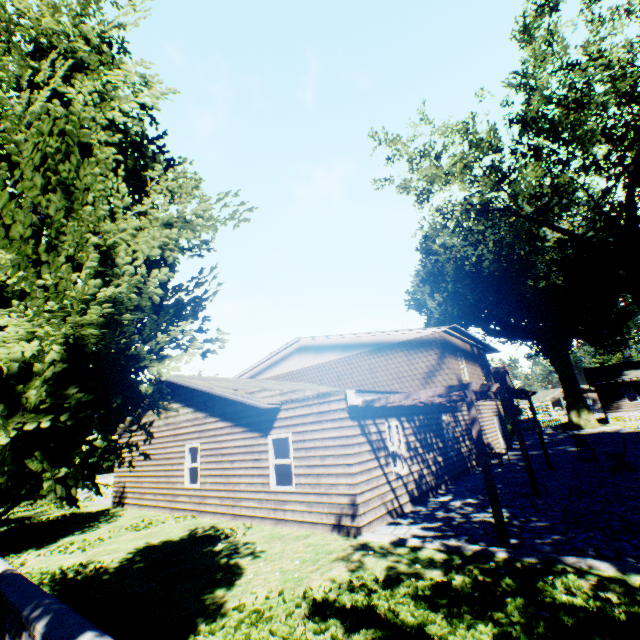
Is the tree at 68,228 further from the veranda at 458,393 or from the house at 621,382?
the house at 621,382

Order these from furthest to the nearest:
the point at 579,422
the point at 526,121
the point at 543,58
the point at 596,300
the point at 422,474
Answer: the point at 579,422, the point at 596,300, the point at 526,121, the point at 543,58, the point at 422,474

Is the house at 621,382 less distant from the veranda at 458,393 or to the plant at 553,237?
the plant at 553,237

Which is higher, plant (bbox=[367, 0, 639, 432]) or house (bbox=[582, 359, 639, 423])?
plant (bbox=[367, 0, 639, 432])

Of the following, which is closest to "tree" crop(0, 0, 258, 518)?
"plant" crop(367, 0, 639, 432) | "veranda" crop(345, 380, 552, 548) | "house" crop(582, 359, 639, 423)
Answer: "plant" crop(367, 0, 639, 432)

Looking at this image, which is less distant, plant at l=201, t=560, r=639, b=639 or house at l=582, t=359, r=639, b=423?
plant at l=201, t=560, r=639, b=639

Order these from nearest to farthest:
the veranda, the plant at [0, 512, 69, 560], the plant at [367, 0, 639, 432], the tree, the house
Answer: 1. the tree
2. the veranda
3. the plant at [0, 512, 69, 560]
4. the plant at [367, 0, 639, 432]
5. the house
